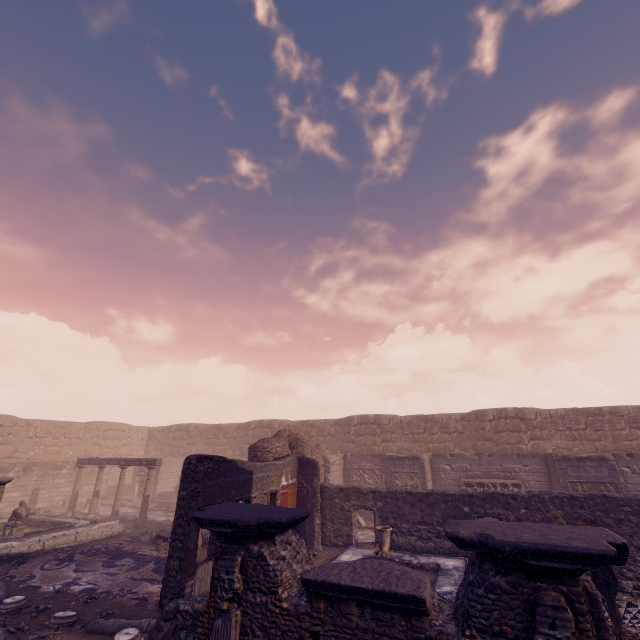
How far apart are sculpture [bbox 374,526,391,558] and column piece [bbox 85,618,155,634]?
4.4 meters

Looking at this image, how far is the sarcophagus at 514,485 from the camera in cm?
1321

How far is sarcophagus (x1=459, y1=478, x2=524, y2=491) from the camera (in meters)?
13.21

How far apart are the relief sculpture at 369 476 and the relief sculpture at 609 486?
7.7 meters

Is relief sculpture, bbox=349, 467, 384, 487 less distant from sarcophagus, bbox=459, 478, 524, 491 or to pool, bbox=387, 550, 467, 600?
sarcophagus, bbox=459, 478, 524, 491

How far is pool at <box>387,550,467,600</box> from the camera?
7.2m

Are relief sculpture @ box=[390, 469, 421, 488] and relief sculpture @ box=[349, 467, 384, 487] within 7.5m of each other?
yes

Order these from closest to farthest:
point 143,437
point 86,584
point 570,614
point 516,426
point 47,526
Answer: point 570,614 → point 86,584 → point 47,526 → point 516,426 → point 143,437
